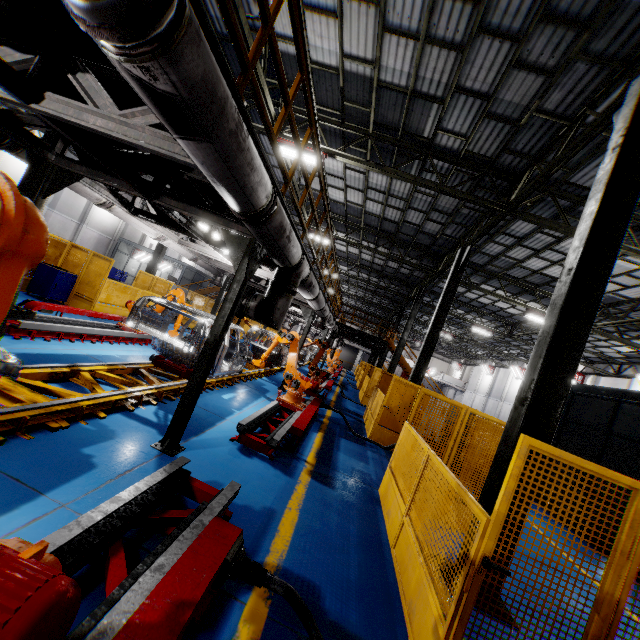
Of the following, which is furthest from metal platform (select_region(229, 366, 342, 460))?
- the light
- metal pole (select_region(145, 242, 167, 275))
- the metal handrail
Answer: metal pole (select_region(145, 242, 167, 275))

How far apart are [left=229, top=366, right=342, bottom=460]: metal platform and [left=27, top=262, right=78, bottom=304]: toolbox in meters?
8.8 m

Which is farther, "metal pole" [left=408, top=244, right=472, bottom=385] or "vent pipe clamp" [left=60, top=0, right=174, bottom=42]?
"metal pole" [left=408, top=244, right=472, bottom=385]

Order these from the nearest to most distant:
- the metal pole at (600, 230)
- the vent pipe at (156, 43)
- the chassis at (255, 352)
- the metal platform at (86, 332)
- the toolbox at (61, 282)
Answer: the vent pipe at (156, 43), the metal pole at (600, 230), the metal platform at (86, 332), the chassis at (255, 352), the toolbox at (61, 282)

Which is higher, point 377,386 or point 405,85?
point 405,85

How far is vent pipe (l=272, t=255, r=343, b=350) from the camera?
5.65m

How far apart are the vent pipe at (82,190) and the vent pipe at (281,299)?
3.1m

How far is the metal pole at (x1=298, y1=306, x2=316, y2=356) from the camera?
12.7m
